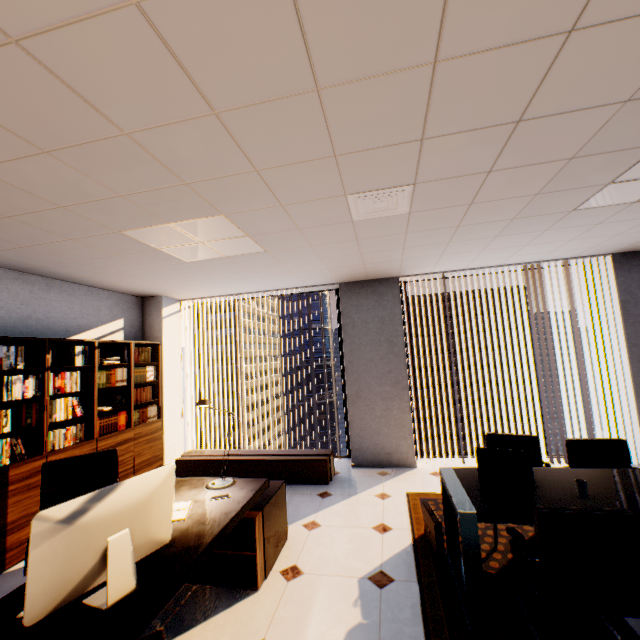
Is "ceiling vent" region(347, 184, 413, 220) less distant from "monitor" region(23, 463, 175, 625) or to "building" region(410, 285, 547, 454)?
"monitor" region(23, 463, 175, 625)

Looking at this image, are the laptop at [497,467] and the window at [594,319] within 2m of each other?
no

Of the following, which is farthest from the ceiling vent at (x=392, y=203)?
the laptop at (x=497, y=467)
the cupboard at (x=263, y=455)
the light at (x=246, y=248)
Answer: the cupboard at (x=263, y=455)

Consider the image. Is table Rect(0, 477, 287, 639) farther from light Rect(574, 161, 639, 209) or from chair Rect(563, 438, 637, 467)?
light Rect(574, 161, 639, 209)

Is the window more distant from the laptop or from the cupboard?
the laptop

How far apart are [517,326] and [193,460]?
63.2 meters

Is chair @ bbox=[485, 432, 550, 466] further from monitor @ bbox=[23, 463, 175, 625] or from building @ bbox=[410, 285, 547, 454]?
building @ bbox=[410, 285, 547, 454]

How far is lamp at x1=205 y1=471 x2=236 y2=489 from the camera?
2.7 meters
